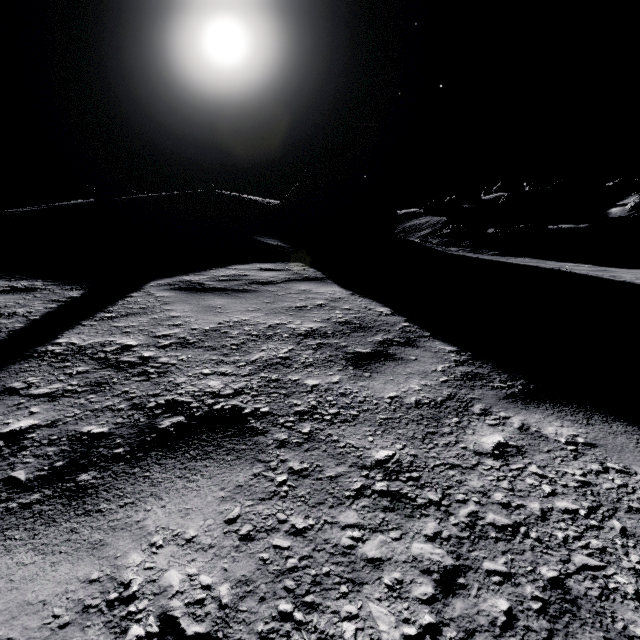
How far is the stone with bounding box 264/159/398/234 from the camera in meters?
13.5 m

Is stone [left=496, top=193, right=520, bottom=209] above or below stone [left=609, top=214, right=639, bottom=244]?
above

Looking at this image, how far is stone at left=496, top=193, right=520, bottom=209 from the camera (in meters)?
56.97

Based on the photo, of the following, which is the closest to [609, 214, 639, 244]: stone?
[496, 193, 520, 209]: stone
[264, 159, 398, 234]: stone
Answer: [496, 193, 520, 209]: stone

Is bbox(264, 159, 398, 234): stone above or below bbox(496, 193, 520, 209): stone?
below

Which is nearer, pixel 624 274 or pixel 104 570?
pixel 104 570

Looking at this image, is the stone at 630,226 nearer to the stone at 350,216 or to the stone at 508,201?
the stone at 508,201
